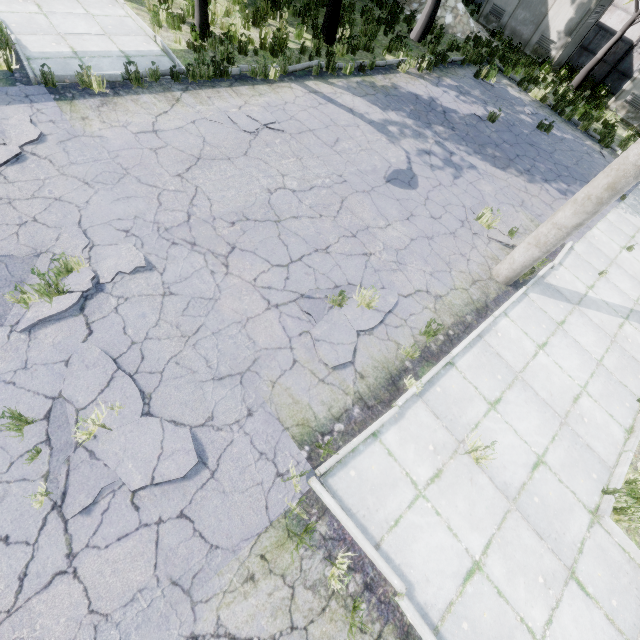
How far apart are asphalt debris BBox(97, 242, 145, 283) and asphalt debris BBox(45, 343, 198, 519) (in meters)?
0.55

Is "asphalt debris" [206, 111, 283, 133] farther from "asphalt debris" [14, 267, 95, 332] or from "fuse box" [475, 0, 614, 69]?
"fuse box" [475, 0, 614, 69]

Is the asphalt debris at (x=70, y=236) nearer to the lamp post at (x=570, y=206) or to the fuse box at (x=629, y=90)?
the lamp post at (x=570, y=206)

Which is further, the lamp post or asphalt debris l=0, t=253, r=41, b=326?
the lamp post

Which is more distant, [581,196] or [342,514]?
[581,196]

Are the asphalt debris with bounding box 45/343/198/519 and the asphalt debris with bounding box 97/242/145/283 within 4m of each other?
yes

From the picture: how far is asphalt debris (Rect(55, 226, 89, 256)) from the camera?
4.7m

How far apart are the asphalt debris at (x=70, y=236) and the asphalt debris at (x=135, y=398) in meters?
0.5 m
